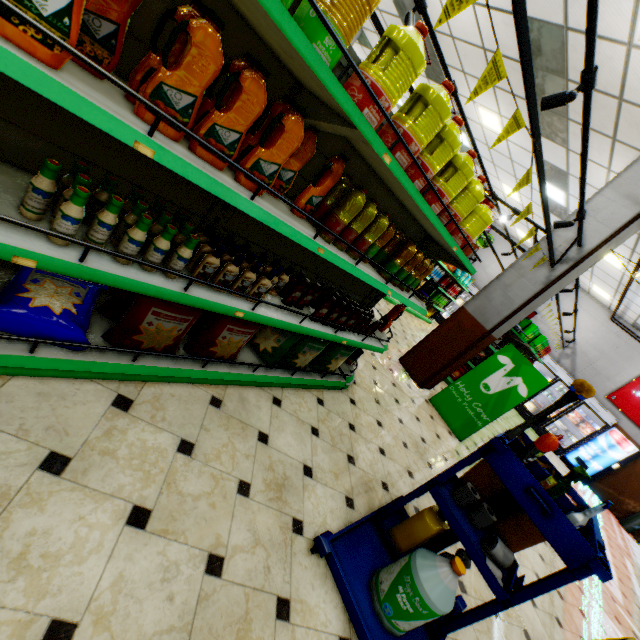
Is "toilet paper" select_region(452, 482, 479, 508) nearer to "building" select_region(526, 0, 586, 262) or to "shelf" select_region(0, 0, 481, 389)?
"building" select_region(526, 0, 586, 262)

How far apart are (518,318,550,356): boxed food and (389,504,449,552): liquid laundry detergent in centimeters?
636cm

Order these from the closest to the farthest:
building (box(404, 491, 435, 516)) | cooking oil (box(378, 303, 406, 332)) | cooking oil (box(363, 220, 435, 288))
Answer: cooking oil (box(363, 220, 435, 288))
building (box(404, 491, 435, 516))
cooking oil (box(378, 303, 406, 332))

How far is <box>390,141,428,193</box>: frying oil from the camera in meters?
1.8

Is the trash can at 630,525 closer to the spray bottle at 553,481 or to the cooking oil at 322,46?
the spray bottle at 553,481

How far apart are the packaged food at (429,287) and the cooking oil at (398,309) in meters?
0.2 m

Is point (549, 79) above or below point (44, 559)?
above

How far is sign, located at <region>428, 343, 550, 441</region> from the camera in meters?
5.2 m
